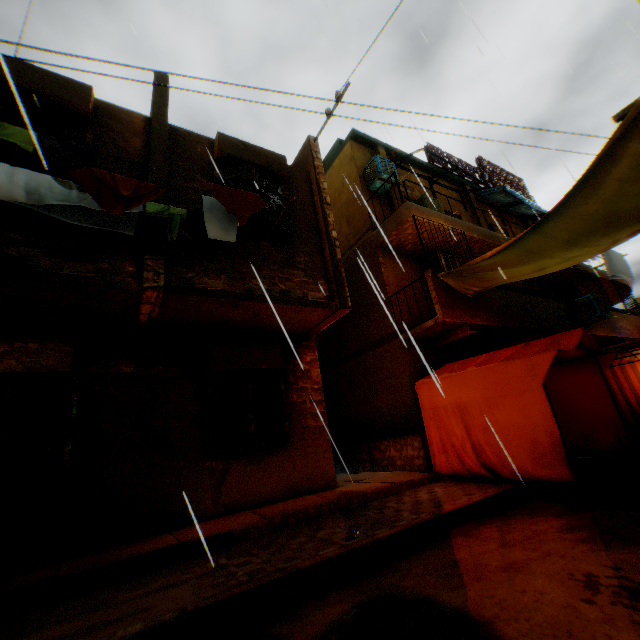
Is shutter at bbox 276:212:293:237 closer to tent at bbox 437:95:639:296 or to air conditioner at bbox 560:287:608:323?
tent at bbox 437:95:639:296

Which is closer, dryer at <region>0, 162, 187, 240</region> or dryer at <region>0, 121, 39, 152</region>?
dryer at <region>0, 121, 39, 152</region>

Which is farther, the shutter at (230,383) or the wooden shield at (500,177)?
the wooden shield at (500,177)

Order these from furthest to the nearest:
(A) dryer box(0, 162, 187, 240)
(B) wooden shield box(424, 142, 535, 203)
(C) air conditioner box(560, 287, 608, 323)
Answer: (B) wooden shield box(424, 142, 535, 203) < (C) air conditioner box(560, 287, 608, 323) < (A) dryer box(0, 162, 187, 240)

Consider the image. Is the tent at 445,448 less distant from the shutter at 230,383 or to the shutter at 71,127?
the shutter at 230,383

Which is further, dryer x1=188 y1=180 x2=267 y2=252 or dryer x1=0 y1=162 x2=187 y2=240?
dryer x1=188 y1=180 x2=267 y2=252

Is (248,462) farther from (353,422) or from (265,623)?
(353,422)

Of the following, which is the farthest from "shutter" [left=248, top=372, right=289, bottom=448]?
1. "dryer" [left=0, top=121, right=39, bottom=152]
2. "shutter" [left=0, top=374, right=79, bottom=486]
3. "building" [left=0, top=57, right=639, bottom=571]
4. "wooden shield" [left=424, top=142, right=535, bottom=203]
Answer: "wooden shield" [left=424, top=142, right=535, bottom=203]
